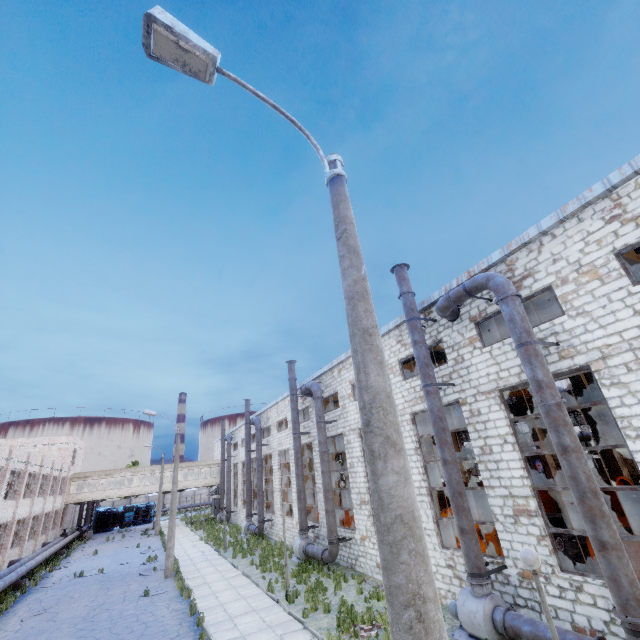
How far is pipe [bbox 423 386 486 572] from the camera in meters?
10.0 m

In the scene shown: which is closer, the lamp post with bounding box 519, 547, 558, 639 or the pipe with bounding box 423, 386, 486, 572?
the lamp post with bounding box 519, 547, 558, 639

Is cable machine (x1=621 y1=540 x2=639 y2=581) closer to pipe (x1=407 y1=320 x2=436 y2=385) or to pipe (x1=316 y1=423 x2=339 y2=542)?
pipe (x1=407 y1=320 x2=436 y2=385)

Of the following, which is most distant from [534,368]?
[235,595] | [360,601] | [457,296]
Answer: [235,595]

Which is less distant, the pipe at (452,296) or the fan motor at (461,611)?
the fan motor at (461,611)

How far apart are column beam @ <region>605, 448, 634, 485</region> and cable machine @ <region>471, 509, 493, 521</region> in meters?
12.7 m

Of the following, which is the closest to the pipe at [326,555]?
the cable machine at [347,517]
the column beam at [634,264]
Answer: the cable machine at [347,517]

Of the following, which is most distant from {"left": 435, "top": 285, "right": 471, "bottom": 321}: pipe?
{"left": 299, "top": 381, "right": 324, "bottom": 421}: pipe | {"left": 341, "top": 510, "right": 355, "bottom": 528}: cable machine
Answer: {"left": 341, "top": 510, "right": 355, "bottom": 528}: cable machine
